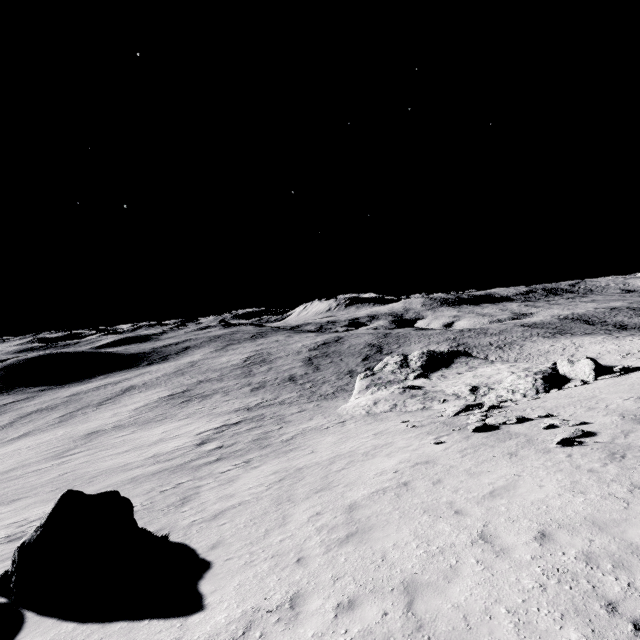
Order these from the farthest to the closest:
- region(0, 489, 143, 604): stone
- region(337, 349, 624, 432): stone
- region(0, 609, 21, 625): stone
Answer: region(337, 349, 624, 432): stone
region(0, 489, 143, 604): stone
region(0, 609, 21, 625): stone

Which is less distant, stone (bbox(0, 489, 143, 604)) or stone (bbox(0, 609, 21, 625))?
stone (bbox(0, 609, 21, 625))

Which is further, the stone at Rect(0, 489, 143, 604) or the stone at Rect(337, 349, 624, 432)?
the stone at Rect(337, 349, 624, 432)

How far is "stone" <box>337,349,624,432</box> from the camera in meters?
24.2 m

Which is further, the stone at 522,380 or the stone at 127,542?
the stone at 522,380

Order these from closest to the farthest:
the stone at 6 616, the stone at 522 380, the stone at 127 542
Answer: the stone at 6 616, the stone at 127 542, the stone at 522 380

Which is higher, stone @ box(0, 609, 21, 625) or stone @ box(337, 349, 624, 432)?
stone @ box(0, 609, 21, 625)

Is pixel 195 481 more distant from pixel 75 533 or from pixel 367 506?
pixel 367 506
